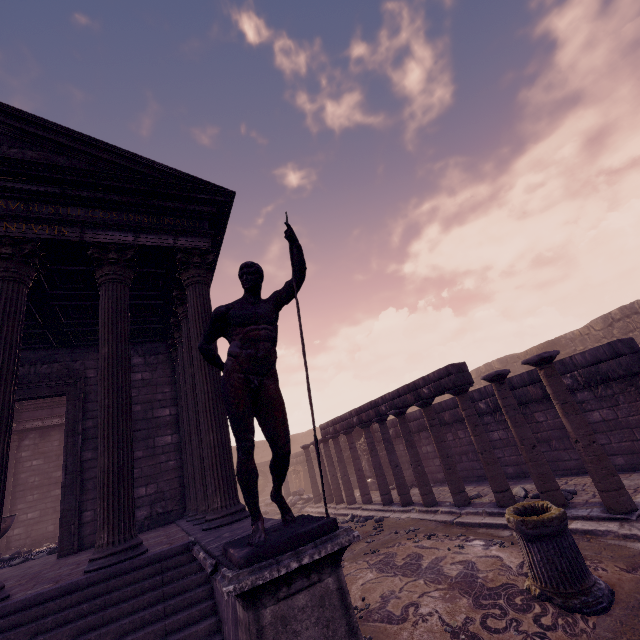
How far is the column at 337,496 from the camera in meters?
11.4

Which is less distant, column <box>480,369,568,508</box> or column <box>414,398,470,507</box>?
column <box>480,369,568,508</box>

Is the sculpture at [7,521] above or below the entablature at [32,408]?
below

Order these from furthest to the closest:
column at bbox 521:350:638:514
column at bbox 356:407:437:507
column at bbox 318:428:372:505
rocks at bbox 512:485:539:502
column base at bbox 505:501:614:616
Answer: column at bbox 318:428:372:505, column at bbox 356:407:437:507, rocks at bbox 512:485:539:502, column at bbox 521:350:638:514, column base at bbox 505:501:614:616

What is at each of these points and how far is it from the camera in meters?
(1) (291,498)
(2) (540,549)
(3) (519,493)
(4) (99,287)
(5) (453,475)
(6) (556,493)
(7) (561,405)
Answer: (1) building debris, 16.7 m
(2) column base, 3.7 m
(3) rocks, 7.0 m
(4) building, 5.7 m
(5) column, 7.8 m
(6) column, 5.8 m
(7) column, 5.6 m

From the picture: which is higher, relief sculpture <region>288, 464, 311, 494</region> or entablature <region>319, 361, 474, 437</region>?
entablature <region>319, 361, 474, 437</region>

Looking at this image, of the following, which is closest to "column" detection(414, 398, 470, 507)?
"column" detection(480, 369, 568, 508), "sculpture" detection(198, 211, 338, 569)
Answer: "column" detection(480, 369, 568, 508)

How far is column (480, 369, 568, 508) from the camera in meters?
5.8
